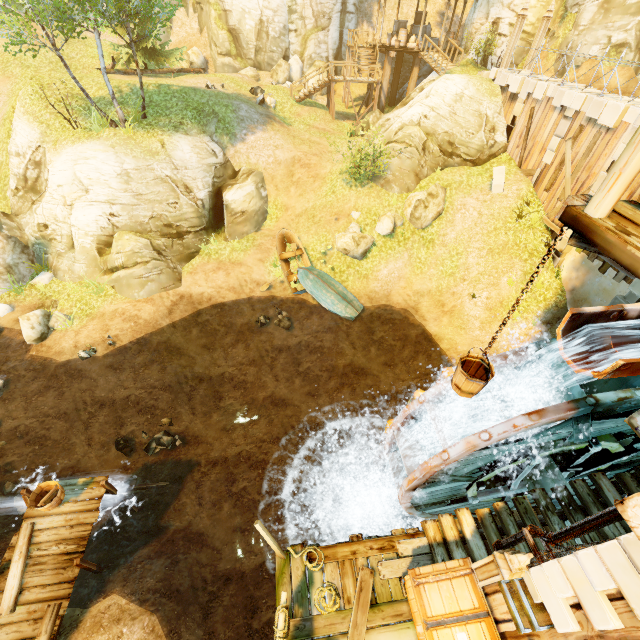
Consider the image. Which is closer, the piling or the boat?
the piling

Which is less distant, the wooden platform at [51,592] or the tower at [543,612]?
the tower at [543,612]

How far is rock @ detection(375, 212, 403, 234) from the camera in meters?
16.0

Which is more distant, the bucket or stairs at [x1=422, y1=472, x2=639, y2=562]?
stairs at [x1=422, y1=472, x2=639, y2=562]

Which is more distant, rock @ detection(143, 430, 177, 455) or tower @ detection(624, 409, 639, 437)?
rock @ detection(143, 430, 177, 455)

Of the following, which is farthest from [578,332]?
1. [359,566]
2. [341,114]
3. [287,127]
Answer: [341,114]

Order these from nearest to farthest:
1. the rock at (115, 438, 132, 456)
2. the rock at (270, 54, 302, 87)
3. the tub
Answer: the tub
the rock at (115, 438, 132, 456)
the rock at (270, 54, 302, 87)

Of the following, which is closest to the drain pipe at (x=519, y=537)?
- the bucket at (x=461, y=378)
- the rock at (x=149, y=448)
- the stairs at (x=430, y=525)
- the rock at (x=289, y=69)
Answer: the stairs at (x=430, y=525)
